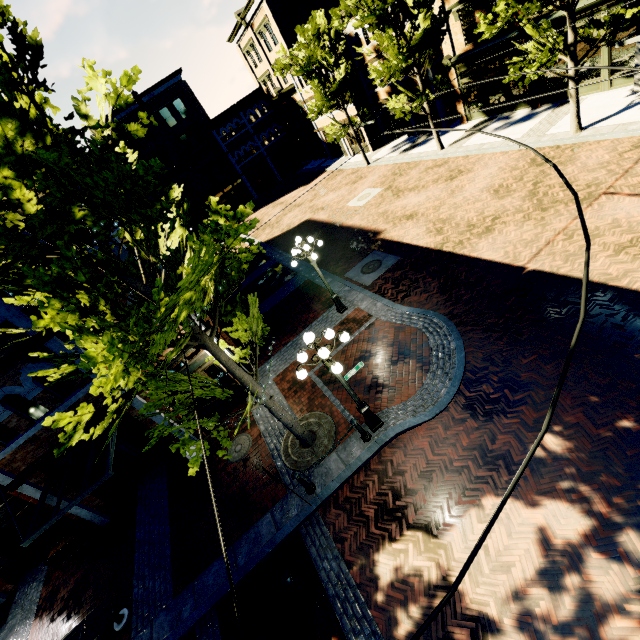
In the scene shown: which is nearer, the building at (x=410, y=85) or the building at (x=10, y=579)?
the building at (x=10, y=579)

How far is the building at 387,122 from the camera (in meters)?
27.10

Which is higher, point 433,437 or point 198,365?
point 198,365

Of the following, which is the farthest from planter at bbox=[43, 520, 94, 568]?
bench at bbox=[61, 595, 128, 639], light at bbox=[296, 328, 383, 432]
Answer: light at bbox=[296, 328, 383, 432]

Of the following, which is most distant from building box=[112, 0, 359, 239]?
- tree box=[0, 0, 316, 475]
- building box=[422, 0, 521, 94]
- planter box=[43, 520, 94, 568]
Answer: planter box=[43, 520, 94, 568]

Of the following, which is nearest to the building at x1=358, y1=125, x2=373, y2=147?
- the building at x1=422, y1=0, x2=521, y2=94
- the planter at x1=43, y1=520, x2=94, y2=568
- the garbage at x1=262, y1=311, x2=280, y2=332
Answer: the building at x1=422, y1=0, x2=521, y2=94

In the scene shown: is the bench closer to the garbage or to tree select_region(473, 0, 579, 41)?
tree select_region(473, 0, 579, 41)

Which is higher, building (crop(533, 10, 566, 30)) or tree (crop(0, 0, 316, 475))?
tree (crop(0, 0, 316, 475))
